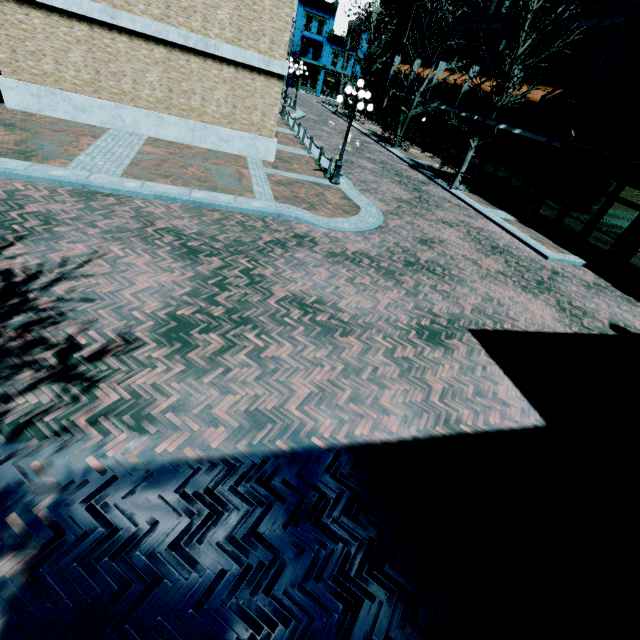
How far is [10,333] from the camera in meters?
4.4

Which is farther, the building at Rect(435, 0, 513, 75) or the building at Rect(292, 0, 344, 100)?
the building at Rect(292, 0, 344, 100)

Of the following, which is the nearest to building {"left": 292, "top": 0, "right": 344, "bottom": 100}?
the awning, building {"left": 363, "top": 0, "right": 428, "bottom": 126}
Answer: building {"left": 363, "top": 0, "right": 428, "bottom": 126}

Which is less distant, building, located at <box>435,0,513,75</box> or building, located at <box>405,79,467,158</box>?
building, located at <box>435,0,513,75</box>

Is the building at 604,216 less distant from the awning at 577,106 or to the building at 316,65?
the awning at 577,106

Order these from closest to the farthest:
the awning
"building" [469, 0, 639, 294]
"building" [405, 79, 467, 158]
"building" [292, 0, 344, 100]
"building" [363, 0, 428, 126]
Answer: "building" [469, 0, 639, 294], the awning, "building" [405, 79, 467, 158], "building" [363, 0, 428, 126], "building" [292, 0, 344, 100]
